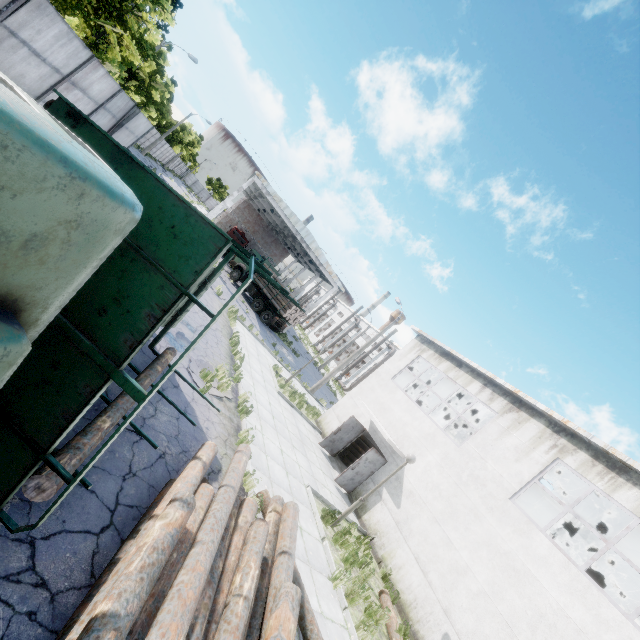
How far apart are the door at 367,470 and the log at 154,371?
8.7m

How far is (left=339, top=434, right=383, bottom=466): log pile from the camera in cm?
1698

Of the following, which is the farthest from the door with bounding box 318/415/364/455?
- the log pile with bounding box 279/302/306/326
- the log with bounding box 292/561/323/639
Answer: the log pile with bounding box 279/302/306/326

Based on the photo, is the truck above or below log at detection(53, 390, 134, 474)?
above

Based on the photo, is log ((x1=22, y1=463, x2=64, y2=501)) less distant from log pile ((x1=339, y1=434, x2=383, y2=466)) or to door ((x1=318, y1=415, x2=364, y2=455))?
door ((x1=318, y1=415, x2=364, y2=455))

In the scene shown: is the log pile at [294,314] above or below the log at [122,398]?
above

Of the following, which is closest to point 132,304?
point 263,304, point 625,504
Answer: point 625,504

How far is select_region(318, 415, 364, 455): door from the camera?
15.56m
